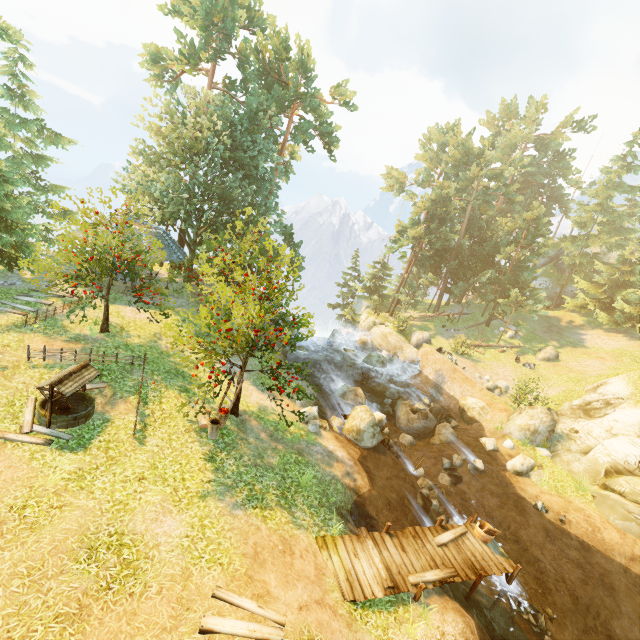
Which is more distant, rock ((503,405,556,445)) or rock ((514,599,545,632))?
rock ((503,405,556,445))

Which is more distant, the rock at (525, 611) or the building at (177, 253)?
the building at (177, 253)

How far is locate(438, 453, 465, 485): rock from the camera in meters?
17.2 m

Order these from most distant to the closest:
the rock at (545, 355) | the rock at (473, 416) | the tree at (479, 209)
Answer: the tree at (479, 209) < the rock at (545, 355) < the rock at (473, 416)

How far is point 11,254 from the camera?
19.45m

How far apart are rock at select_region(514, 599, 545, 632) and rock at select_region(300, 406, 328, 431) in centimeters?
986cm

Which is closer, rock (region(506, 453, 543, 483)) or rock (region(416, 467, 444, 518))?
rock (region(416, 467, 444, 518))

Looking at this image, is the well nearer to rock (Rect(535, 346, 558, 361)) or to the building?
the building
